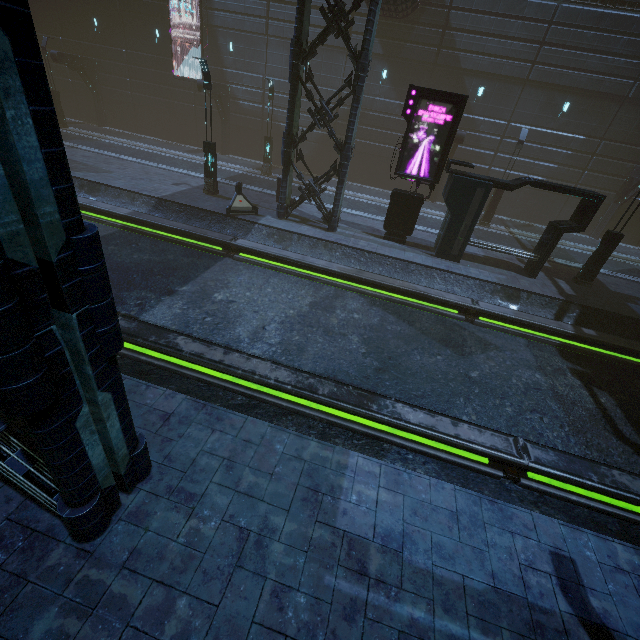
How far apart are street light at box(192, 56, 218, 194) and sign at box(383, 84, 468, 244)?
8.6m

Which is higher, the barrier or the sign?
the sign

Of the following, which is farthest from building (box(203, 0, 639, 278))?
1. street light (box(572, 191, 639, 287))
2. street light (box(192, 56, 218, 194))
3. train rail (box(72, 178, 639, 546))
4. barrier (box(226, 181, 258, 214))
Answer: street light (box(192, 56, 218, 194))

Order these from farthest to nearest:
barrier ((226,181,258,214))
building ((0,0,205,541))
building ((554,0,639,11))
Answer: building ((554,0,639,11)) < barrier ((226,181,258,214)) < building ((0,0,205,541))

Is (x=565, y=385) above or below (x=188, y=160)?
below

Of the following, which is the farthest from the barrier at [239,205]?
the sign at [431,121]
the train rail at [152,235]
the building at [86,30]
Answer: the sign at [431,121]

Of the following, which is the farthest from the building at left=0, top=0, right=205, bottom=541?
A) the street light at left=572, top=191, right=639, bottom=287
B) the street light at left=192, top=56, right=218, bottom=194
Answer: the street light at left=192, top=56, right=218, bottom=194

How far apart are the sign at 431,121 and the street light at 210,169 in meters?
8.6
